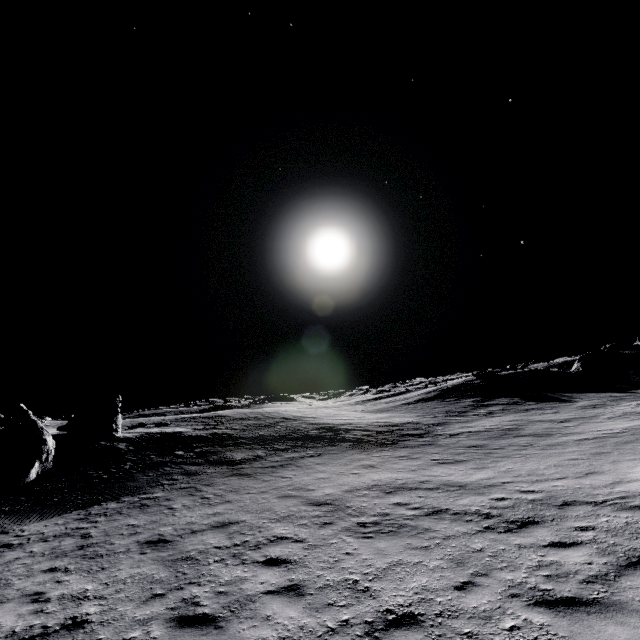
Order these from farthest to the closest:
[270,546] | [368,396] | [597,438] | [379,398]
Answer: [368,396] < [379,398] < [597,438] < [270,546]

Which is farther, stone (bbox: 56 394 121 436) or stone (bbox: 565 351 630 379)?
stone (bbox: 565 351 630 379)

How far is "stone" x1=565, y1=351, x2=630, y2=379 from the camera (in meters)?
33.28

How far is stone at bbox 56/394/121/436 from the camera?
21.0 meters

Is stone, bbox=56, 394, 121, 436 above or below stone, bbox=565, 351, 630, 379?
above

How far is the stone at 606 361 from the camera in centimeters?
3328cm

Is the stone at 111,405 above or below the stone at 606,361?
above
